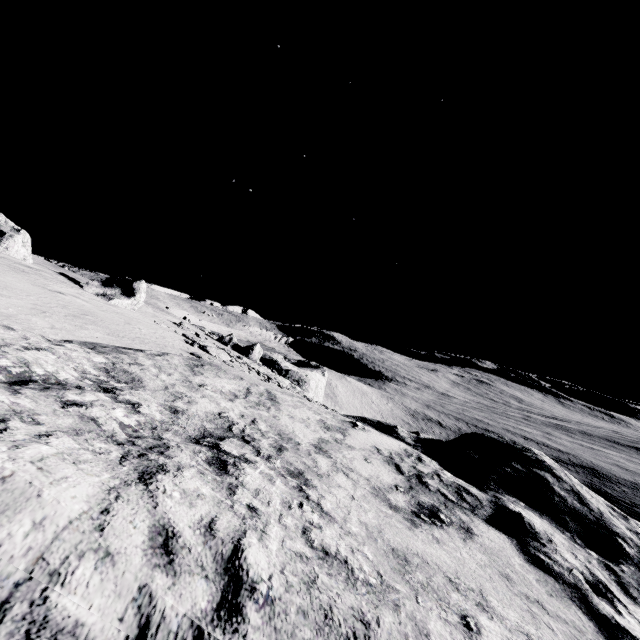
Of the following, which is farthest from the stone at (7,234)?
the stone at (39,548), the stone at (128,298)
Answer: the stone at (39,548)

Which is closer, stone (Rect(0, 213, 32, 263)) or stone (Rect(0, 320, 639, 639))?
Result: stone (Rect(0, 320, 639, 639))

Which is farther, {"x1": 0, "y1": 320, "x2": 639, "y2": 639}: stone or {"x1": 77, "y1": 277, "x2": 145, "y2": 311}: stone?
{"x1": 77, "y1": 277, "x2": 145, "y2": 311}: stone

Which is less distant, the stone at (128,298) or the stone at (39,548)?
the stone at (39,548)

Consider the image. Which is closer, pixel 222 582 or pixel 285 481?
pixel 222 582

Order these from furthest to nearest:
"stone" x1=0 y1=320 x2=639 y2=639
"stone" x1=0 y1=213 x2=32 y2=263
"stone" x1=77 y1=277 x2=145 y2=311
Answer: "stone" x1=77 y1=277 x2=145 y2=311 < "stone" x1=0 y1=213 x2=32 y2=263 < "stone" x1=0 y1=320 x2=639 y2=639

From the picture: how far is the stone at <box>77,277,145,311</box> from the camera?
21.17m

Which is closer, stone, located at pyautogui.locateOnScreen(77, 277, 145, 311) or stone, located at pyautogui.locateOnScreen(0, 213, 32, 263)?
stone, located at pyautogui.locateOnScreen(0, 213, 32, 263)
